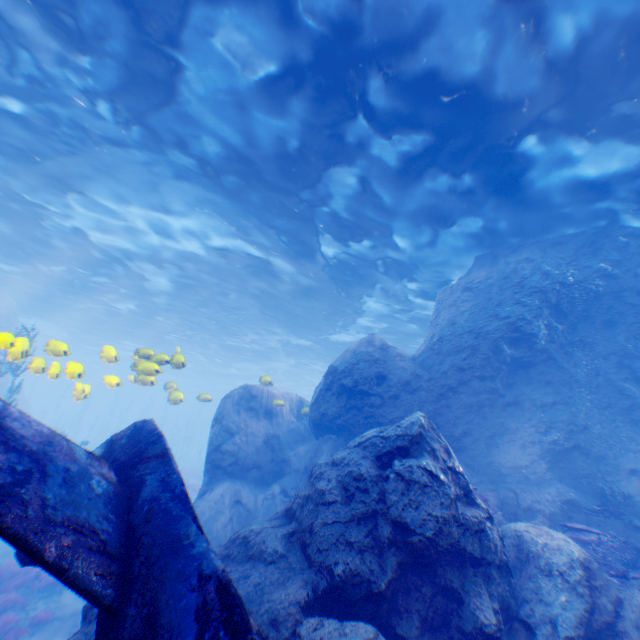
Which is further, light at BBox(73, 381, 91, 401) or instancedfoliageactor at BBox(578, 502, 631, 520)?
light at BBox(73, 381, 91, 401)

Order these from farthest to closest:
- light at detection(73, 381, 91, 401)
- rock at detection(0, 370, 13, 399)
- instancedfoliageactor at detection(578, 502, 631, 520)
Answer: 1. rock at detection(0, 370, 13, 399)
2. light at detection(73, 381, 91, 401)
3. instancedfoliageactor at detection(578, 502, 631, 520)

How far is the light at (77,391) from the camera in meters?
8.8

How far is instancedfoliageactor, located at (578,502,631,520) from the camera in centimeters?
808cm

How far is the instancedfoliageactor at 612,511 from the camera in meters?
8.1

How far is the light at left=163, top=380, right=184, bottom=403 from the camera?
11.48m

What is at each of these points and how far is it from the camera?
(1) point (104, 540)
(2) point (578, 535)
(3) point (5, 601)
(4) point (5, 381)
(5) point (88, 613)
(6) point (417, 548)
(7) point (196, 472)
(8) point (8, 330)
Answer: (1) plane, 2.8m
(2) instancedfoliageactor, 7.3m
(3) instancedfoliageactor, 9.9m
(4) rock, 26.5m
(5) rock, 4.8m
(6) rock, 4.6m
(7) instancedfoliageactor, 30.9m
(8) rock, 26.8m

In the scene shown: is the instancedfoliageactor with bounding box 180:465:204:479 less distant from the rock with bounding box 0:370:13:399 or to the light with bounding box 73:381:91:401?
the rock with bounding box 0:370:13:399
